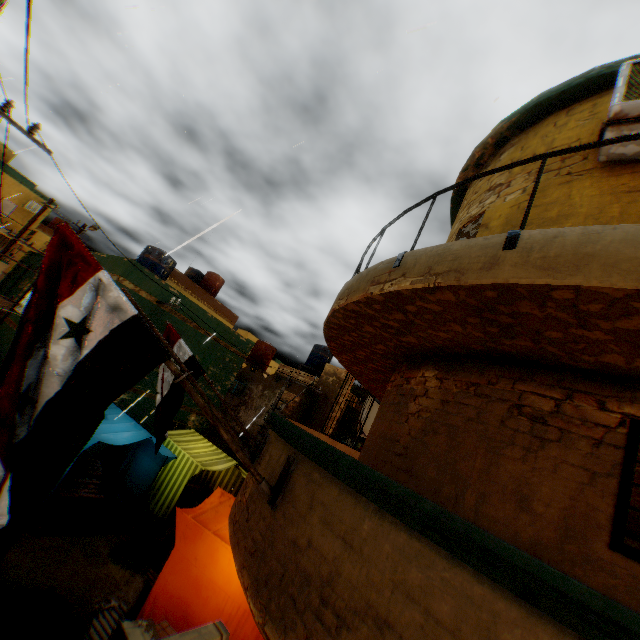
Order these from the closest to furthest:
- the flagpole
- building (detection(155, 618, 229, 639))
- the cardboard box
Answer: building (detection(155, 618, 229, 639)) → the flagpole → the cardboard box

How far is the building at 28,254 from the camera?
27.3 meters

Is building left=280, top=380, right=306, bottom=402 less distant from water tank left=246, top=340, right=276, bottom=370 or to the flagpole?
the flagpole

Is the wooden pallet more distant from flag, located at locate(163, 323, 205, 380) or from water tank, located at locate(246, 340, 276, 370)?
water tank, located at locate(246, 340, 276, 370)

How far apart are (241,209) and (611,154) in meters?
4.6 m

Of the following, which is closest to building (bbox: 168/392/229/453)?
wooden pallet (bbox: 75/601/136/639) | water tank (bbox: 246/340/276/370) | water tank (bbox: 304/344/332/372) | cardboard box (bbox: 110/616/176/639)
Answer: cardboard box (bbox: 110/616/176/639)

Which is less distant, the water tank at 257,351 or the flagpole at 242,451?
the flagpole at 242,451

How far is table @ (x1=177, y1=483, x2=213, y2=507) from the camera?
11.68m
